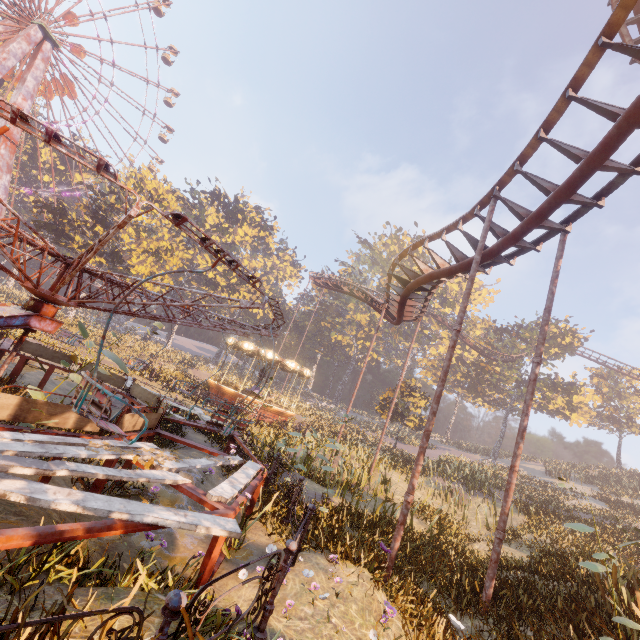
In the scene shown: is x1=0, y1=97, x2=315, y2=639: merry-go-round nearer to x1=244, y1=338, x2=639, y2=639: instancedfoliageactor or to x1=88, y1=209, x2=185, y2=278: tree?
x1=244, y1=338, x2=639, y2=639: instancedfoliageactor

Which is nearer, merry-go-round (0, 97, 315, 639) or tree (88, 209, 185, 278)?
merry-go-round (0, 97, 315, 639)

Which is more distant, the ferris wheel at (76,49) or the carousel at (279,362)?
the ferris wheel at (76,49)

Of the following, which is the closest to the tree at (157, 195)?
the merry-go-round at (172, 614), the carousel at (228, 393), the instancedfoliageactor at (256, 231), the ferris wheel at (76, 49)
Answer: the instancedfoliageactor at (256, 231)

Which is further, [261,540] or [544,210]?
[544,210]

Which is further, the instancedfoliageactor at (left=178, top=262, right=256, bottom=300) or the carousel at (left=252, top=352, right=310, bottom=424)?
the instancedfoliageactor at (left=178, top=262, right=256, bottom=300)

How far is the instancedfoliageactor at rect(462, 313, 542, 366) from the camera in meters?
41.3

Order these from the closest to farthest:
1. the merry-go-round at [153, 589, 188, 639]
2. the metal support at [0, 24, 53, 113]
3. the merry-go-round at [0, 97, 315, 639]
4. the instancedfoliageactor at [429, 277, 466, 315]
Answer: the merry-go-round at [153, 589, 188, 639] < the merry-go-round at [0, 97, 315, 639] < the metal support at [0, 24, 53, 113] < the instancedfoliageactor at [429, 277, 466, 315]
